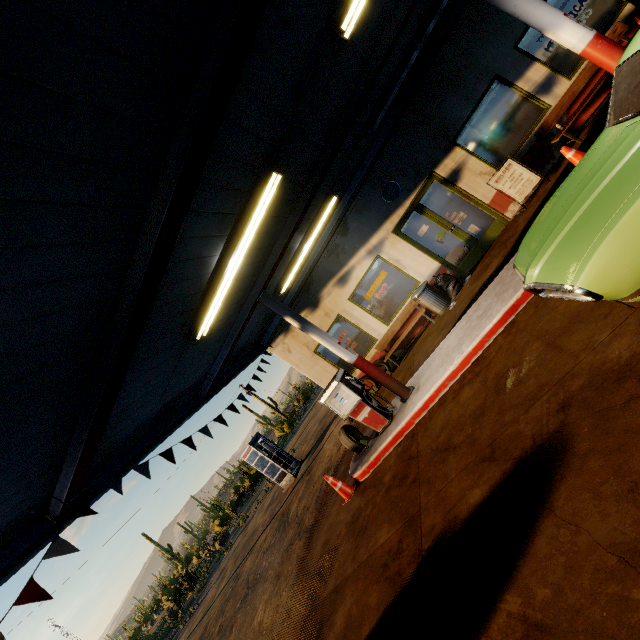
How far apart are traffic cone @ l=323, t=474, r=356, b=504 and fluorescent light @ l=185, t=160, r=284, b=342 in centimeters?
416cm

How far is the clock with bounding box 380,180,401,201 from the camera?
9.2m

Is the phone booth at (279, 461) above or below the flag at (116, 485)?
below

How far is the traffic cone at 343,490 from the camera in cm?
701

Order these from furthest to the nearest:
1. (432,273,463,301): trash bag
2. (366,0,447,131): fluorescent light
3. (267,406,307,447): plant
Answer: (267,406,307,447): plant
(432,273,463,301): trash bag
(366,0,447,131): fluorescent light

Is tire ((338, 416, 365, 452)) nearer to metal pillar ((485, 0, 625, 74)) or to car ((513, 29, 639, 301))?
car ((513, 29, 639, 301))

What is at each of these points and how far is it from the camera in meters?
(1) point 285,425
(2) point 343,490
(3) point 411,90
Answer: (1) plant, 38.5 m
(2) traffic cone, 7.0 m
(3) roof trim, 8.3 m

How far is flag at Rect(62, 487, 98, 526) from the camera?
4.8m
